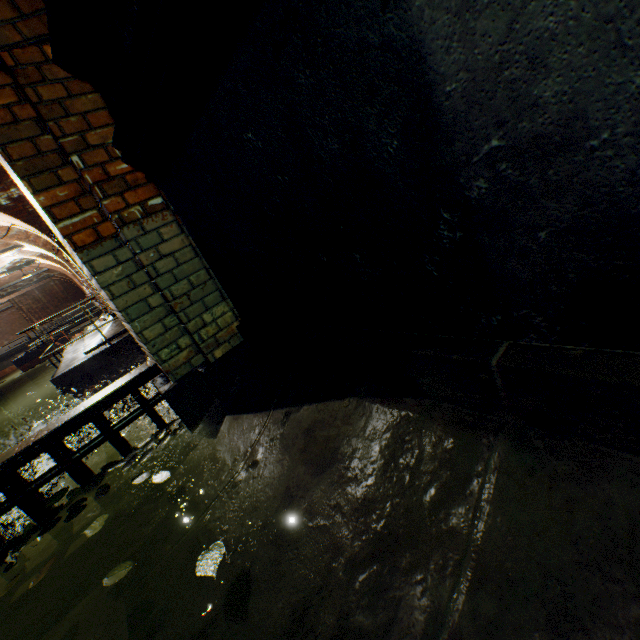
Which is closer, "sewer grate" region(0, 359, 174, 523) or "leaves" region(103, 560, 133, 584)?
"leaves" region(103, 560, 133, 584)

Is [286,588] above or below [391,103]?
below

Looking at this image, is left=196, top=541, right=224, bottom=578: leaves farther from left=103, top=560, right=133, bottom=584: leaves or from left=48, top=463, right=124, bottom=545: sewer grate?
left=48, top=463, right=124, bottom=545: sewer grate

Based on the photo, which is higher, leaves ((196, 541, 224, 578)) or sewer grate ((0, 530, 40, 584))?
leaves ((196, 541, 224, 578))

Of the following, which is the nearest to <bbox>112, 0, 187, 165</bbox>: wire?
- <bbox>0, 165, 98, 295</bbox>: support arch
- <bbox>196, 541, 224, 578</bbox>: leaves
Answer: <bbox>196, 541, 224, 578</bbox>: leaves

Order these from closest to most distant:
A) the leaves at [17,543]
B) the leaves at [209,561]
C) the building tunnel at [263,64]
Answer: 1. the building tunnel at [263,64]
2. the leaves at [209,561]
3. the leaves at [17,543]

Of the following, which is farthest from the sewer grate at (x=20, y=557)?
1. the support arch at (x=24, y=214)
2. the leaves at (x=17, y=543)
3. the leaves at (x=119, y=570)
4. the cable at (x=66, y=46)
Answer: the support arch at (x=24, y=214)

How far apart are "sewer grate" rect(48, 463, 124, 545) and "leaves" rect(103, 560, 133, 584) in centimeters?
113cm
